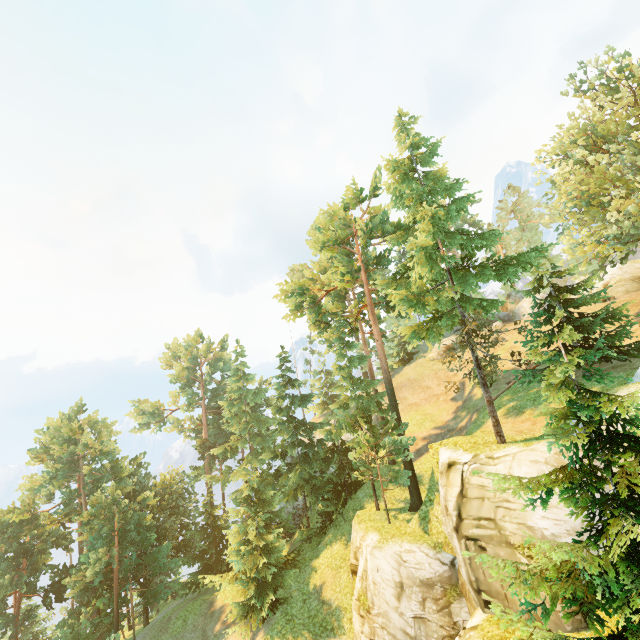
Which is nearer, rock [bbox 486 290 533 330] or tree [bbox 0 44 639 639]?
tree [bbox 0 44 639 639]

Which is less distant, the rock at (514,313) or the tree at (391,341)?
the tree at (391,341)

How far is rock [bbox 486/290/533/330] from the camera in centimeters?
4156cm

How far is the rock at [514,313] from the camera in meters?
41.6 m

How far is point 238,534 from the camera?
27.17m
